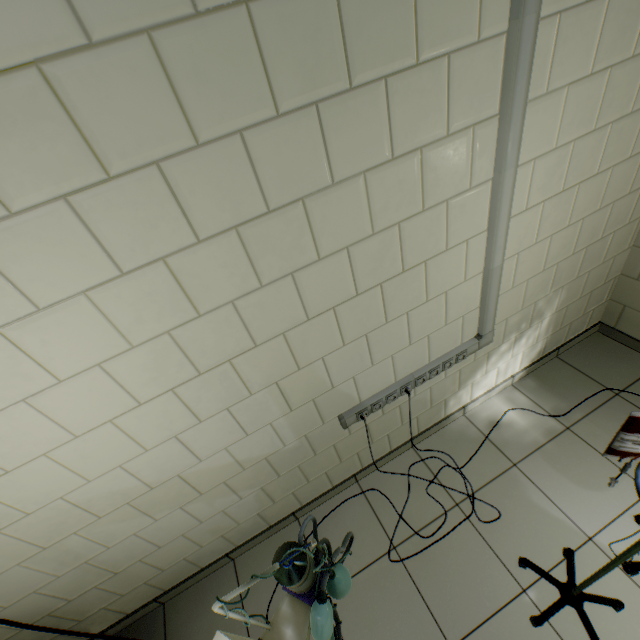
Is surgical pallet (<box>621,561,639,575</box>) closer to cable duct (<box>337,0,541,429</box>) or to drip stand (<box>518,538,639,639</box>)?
drip stand (<box>518,538,639,639</box>)

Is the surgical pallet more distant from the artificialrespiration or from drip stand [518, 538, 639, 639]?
the artificialrespiration

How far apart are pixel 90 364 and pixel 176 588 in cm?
189

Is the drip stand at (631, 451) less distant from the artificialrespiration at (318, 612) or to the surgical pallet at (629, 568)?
the surgical pallet at (629, 568)

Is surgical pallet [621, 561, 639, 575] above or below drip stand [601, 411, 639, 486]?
below

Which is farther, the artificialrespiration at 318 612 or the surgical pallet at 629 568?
the surgical pallet at 629 568

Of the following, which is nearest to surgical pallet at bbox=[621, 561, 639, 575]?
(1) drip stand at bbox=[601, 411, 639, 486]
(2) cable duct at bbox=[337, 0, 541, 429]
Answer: (1) drip stand at bbox=[601, 411, 639, 486]
